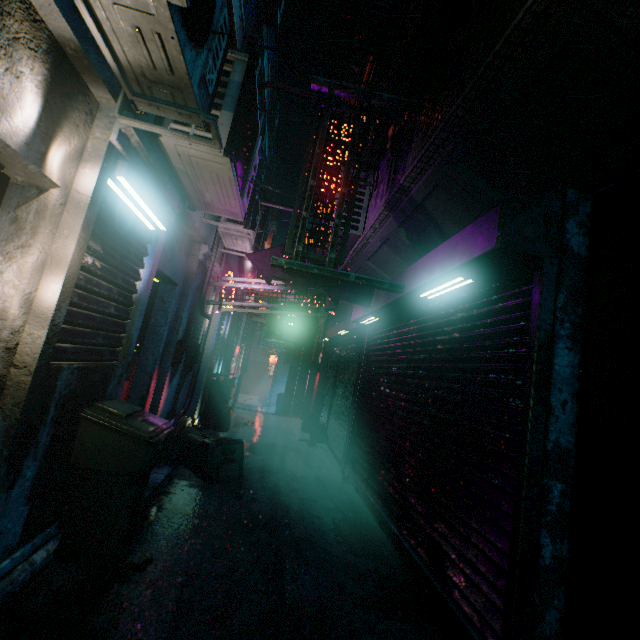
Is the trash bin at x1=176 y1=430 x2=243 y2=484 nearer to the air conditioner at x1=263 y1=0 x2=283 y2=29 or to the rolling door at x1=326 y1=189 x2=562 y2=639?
the rolling door at x1=326 y1=189 x2=562 y2=639

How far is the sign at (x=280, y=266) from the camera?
2.5m

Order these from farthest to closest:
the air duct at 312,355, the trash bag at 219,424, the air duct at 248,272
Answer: the air duct at 312,355 → the trash bag at 219,424 → the air duct at 248,272

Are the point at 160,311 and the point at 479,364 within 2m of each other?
no

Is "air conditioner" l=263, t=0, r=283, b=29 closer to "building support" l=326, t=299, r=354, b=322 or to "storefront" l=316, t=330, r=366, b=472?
"building support" l=326, t=299, r=354, b=322

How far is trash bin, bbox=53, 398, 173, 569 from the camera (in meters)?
2.22

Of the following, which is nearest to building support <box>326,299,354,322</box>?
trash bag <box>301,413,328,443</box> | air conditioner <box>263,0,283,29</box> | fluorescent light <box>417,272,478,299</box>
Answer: fluorescent light <box>417,272,478,299</box>

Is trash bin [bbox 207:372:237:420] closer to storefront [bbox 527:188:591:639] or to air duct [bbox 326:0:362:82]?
storefront [bbox 527:188:591:639]
